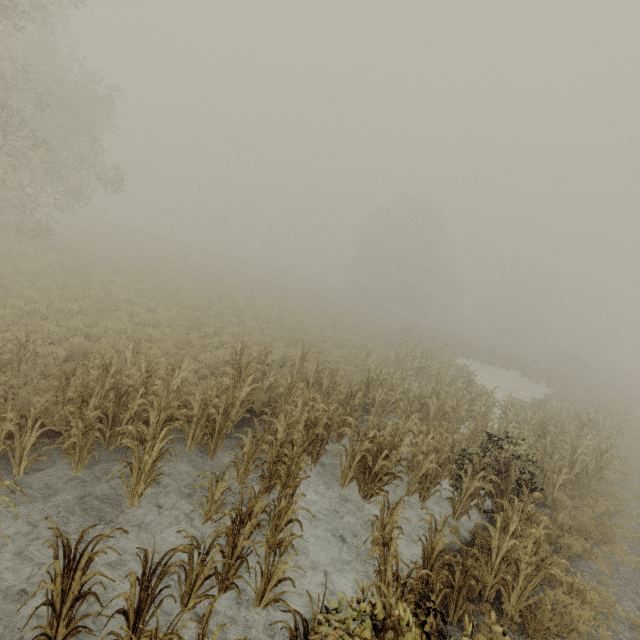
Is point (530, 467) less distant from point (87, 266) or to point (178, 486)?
point (178, 486)

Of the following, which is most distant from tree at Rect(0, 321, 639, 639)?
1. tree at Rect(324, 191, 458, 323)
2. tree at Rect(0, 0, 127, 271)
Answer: tree at Rect(324, 191, 458, 323)

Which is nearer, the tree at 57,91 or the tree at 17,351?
the tree at 17,351

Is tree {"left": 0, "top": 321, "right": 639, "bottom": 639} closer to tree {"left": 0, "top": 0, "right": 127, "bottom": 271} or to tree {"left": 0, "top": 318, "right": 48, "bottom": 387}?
tree {"left": 0, "top": 318, "right": 48, "bottom": 387}

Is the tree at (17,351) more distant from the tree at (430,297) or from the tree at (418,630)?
the tree at (430,297)

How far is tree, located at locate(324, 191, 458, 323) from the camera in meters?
43.9 m

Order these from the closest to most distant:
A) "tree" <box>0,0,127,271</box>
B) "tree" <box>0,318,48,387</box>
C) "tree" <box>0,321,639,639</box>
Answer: "tree" <box>0,321,639,639</box> → "tree" <box>0,318,48,387</box> → "tree" <box>0,0,127,271</box>
